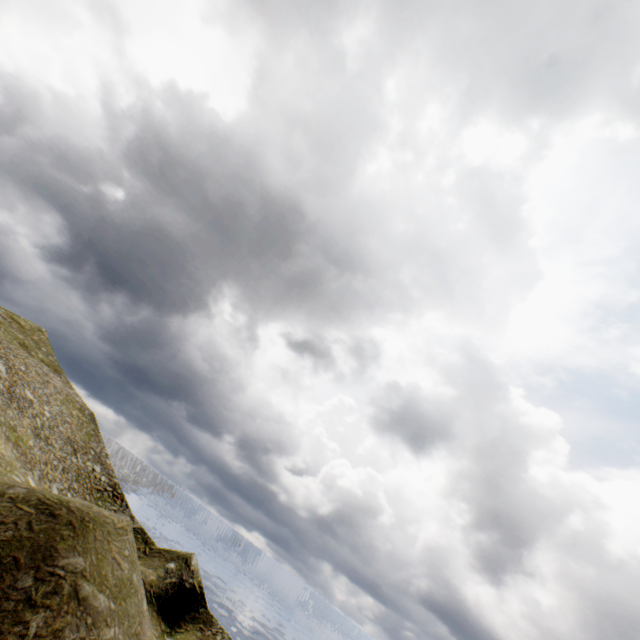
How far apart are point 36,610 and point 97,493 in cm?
3242
